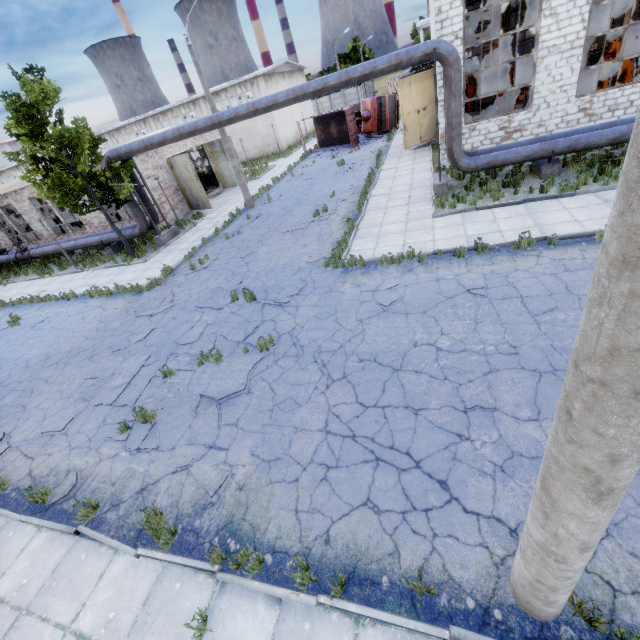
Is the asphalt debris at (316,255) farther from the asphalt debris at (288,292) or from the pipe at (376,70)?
the pipe at (376,70)

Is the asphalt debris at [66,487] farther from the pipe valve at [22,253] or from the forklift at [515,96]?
the forklift at [515,96]

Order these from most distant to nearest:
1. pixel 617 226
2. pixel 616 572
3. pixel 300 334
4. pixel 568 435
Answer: pixel 300 334, pixel 616 572, pixel 568 435, pixel 617 226

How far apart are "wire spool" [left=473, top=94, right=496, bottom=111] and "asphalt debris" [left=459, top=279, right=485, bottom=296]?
23.77m

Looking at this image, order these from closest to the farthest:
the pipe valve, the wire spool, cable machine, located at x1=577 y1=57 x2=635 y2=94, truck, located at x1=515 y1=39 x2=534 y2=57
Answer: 1. cable machine, located at x1=577 y1=57 x2=635 y2=94
2. the pipe valve
3. the wire spool
4. truck, located at x1=515 y1=39 x2=534 y2=57

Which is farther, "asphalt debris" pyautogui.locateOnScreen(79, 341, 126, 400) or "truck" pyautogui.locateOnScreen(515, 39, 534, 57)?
"truck" pyautogui.locateOnScreen(515, 39, 534, 57)

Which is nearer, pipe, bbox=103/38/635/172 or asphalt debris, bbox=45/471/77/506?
asphalt debris, bbox=45/471/77/506

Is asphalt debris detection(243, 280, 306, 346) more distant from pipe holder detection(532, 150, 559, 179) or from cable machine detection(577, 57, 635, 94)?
cable machine detection(577, 57, 635, 94)
